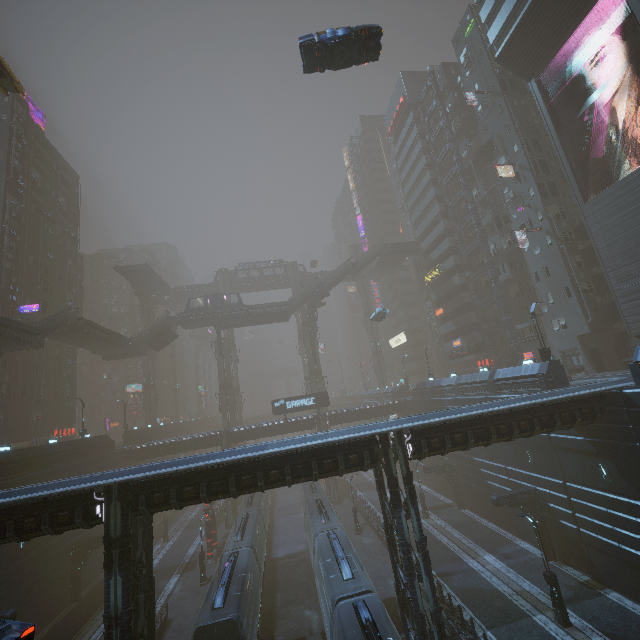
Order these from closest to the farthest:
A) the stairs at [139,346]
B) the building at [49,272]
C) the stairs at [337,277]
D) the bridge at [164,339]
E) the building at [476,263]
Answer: the building at [49,272] → the building at [476,263] → the stairs at [139,346] → the bridge at [164,339] → the stairs at [337,277]

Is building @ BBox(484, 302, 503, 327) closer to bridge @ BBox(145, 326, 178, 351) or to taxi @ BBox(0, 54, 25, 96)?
taxi @ BBox(0, 54, 25, 96)

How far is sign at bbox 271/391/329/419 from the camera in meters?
42.7 m

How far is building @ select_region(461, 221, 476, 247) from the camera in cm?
4737

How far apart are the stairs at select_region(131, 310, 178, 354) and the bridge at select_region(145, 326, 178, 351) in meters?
0.0

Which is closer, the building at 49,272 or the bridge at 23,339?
the bridge at 23,339

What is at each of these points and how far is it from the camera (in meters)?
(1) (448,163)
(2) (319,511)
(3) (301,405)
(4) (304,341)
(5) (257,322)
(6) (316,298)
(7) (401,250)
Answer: (1) building, 50.38
(2) train, 26.58
(3) sign, 43.12
(4) sm, 58.22
(5) building, 53.53
(6) building structure, 53.84
(7) bridge, 58.41

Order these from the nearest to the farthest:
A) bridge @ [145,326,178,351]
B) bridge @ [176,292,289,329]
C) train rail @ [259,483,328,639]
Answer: train rail @ [259,483,328,639] < bridge @ [145,326,178,351] < bridge @ [176,292,289,329]
